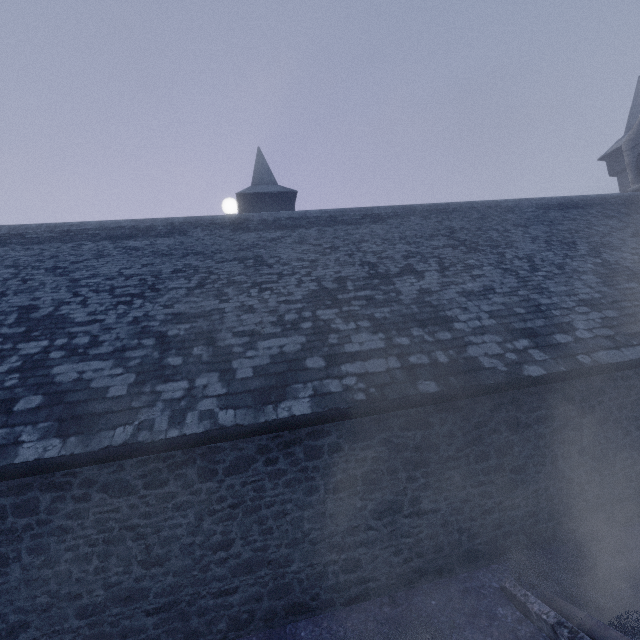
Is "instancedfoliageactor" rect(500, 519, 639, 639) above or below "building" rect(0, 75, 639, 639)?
below

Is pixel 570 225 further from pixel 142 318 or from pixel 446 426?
pixel 142 318

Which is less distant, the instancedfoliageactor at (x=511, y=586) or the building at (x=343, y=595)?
the instancedfoliageactor at (x=511, y=586)

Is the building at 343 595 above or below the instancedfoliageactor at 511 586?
above

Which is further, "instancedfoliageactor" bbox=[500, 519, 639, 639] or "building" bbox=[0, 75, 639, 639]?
"building" bbox=[0, 75, 639, 639]
